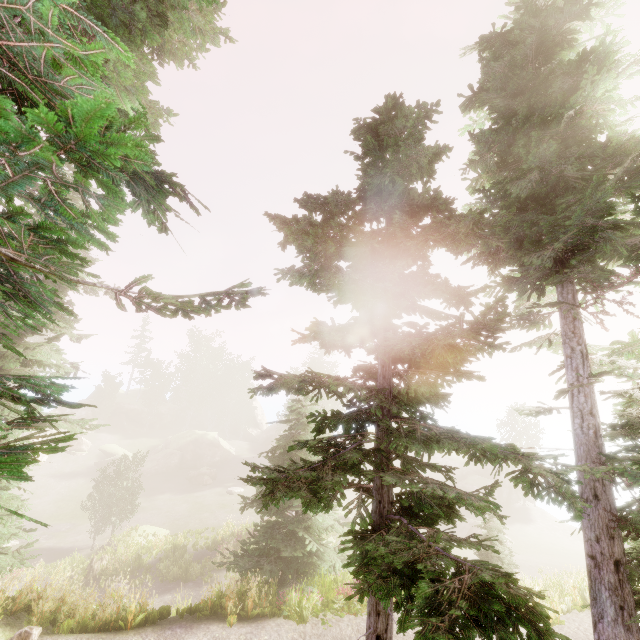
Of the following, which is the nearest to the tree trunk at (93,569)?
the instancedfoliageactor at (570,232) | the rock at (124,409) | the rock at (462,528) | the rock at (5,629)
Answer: the instancedfoliageactor at (570,232)

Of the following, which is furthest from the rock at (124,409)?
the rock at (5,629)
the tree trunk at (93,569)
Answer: the rock at (5,629)

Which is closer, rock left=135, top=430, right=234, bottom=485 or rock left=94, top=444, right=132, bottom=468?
rock left=135, top=430, right=234, bottom=485

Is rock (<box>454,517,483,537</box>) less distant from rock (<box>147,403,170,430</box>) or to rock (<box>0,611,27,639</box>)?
rock (<box>147,403,170,430</box>)

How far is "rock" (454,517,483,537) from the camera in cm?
3288

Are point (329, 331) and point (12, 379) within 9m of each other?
yes

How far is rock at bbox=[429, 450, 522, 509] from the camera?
40.12m

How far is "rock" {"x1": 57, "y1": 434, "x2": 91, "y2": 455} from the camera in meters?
43.6
